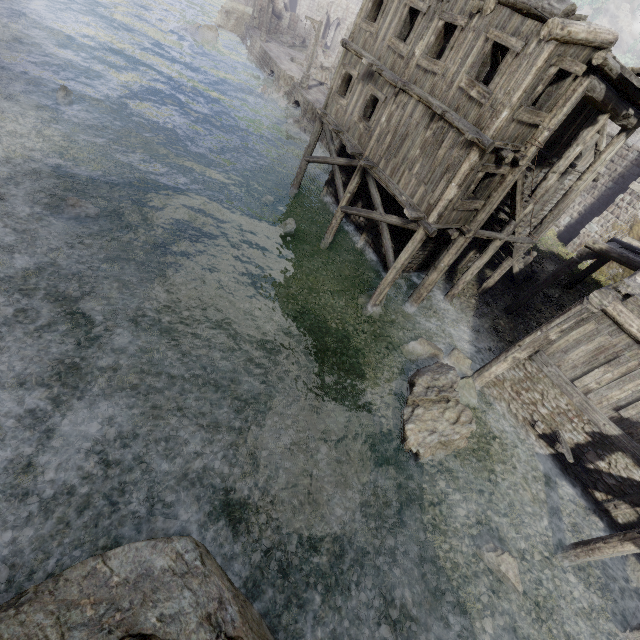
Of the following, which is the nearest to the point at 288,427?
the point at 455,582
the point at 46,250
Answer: the point at 455,582

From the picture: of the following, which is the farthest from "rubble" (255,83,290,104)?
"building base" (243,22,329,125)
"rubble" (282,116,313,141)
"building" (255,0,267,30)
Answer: "building" (255,0,267,30)

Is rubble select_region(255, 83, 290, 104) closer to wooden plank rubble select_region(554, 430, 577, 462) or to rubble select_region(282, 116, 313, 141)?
rubble select_region(282, 116, 313, 141)

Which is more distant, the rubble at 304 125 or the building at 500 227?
the rubble at 304 125

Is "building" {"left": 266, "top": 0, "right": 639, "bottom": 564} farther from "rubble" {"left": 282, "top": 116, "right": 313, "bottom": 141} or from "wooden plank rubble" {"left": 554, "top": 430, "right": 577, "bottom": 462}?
"rubble" {"left": 282, "top": 116, "right": 313, "bottom": 141}

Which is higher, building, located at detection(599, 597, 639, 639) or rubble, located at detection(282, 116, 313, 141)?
building, located at detection(599, 597, 639, 639)

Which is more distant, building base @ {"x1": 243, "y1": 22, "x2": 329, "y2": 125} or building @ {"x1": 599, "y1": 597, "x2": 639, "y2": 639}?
building base @ {"x1": 243, "y1": 22, "x2": 329, "y2": 125}

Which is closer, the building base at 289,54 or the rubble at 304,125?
the rubble at 304,125
